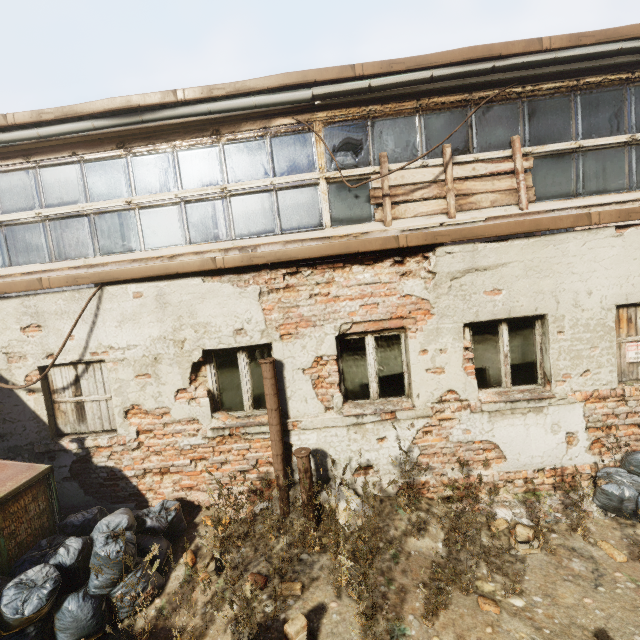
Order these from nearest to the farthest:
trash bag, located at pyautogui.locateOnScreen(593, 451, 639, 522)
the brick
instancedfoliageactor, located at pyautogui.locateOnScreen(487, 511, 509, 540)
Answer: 1. the brick
2. instancedfoliageactor, located at pyautogui.locateOnScreen(487, 511, 509, 540)
3. trash bag, located at pyautogui.locateOnScreen(593, 451, 639, 522)

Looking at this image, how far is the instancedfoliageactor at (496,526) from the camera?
3.3m

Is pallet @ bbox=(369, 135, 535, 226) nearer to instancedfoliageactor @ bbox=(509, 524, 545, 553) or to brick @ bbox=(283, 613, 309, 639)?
instancedfoliageactor @ bbox=(509, 524, 545, 553)

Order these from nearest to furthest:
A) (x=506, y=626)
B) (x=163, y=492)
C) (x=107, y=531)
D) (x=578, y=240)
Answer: (x=506, y=626)
(x=107, y=531)
(x=578, y=240)
(x=163, y=492)

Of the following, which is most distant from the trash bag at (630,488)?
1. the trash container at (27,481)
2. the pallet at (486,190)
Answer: the trash container at (27,481)

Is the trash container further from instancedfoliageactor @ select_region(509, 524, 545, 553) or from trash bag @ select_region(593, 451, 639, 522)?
trash bag @ select_region(593, 451, 639, 522)

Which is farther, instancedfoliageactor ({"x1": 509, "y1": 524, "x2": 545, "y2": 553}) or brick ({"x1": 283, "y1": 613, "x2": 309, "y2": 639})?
instancedfoliageactor ({"x1": 509, "y1": 524, "x2": 545, "y2": 553})

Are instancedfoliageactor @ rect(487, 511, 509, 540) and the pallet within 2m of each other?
no
